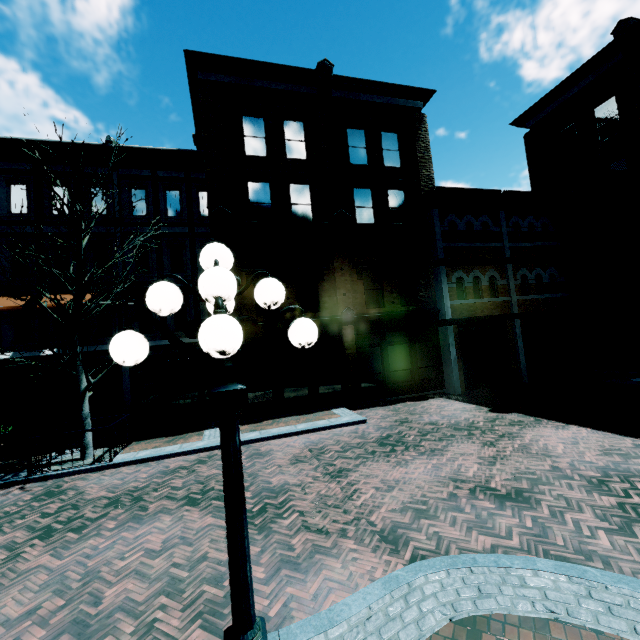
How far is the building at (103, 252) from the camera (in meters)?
15.36

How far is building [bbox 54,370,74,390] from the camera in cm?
1462

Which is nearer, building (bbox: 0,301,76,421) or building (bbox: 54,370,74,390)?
building (bbox: 0,301,76,421)

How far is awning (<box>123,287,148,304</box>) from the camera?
14.80m

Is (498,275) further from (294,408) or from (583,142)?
(294,408)

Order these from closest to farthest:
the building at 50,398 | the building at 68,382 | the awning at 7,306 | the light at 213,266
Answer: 1. the light at 213,266
2. the awning at 7,306
3. the building at 50,398
4. the building at 68,382

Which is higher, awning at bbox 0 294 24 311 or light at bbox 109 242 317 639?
awning at bbox 0 294 24 311

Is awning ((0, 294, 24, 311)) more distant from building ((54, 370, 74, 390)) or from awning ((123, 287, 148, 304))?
awning ((123, 287, 148, 304))
